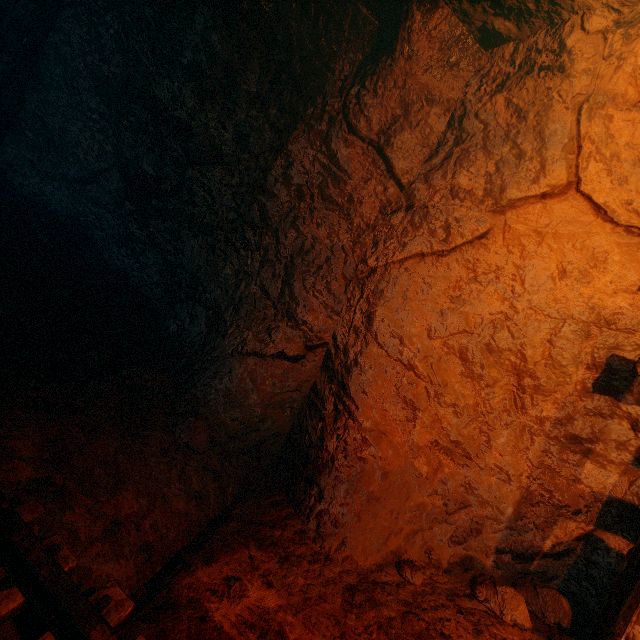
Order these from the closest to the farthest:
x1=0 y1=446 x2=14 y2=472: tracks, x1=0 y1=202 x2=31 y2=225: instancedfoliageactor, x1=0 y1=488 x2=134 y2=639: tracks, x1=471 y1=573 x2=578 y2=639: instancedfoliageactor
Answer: x1=0 y1=488 x2=134 y2=639: tracks
x1=0 y1=446 x2=14 y2=472: tracks
x1=471 y1=573 x2=578 y2=639: instancedfoliageactor
x1=0 y1=202 x2=31 y2=225: instancedfoliageactor

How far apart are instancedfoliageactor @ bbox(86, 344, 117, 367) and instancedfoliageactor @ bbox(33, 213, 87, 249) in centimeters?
223cm

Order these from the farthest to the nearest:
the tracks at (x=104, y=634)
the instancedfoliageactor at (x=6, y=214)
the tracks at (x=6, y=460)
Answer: the instancedfoliageactor at (x=6, y=214) → the tracks at (x=6, y=460) → the tracks at (x=104, y=634)

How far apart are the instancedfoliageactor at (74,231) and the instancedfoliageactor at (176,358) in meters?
2.2 m

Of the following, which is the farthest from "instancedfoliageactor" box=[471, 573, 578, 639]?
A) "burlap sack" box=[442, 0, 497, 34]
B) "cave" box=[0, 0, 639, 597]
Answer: "cave" box=[0, 0, 639, 597]

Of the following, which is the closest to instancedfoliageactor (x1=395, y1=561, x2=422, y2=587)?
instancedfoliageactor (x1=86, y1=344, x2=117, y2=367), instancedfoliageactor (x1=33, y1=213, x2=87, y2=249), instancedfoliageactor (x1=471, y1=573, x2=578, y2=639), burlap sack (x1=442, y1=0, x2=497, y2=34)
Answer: burlap sack (x1=442, y1=0, x2=497, y2=34)

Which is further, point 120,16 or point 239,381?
point 120,16

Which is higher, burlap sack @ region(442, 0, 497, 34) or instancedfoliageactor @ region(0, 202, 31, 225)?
burlap sack @ region(442, 0, 497, 34)
